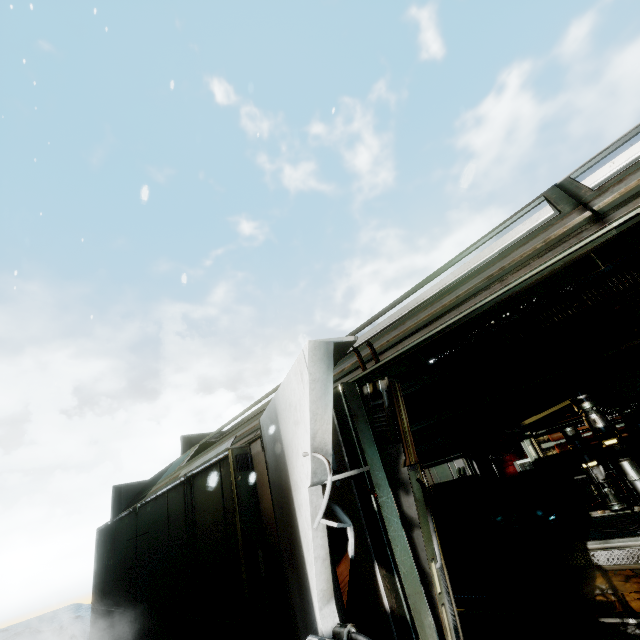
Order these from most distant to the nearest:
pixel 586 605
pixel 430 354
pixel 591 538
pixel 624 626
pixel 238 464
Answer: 1. pixel 430 354
2. pixel 591 538
3. pixel 586 605
4. pixel 624 626
5. pixel 238 464

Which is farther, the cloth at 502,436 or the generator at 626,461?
the cloth at 502,436

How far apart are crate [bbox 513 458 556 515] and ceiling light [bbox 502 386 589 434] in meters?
1.9 m

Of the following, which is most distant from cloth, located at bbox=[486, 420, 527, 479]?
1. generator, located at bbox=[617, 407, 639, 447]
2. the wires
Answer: the wires

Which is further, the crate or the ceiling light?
the crate

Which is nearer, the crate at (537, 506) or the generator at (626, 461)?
the generator at (626, 461)

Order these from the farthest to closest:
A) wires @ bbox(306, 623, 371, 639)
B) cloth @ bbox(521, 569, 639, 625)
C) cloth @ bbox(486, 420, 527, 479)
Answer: cloth @ bbox(486, 420, 527, 479) < cloth @ bbox(521, 569, 639, 625) < wires @ bbox(306, 623, 371, 639)

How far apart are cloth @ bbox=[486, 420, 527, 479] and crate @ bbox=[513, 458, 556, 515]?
0.3m
